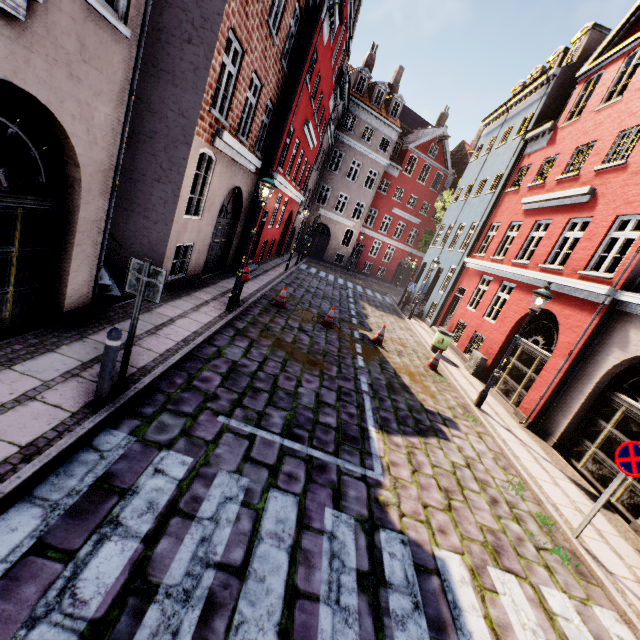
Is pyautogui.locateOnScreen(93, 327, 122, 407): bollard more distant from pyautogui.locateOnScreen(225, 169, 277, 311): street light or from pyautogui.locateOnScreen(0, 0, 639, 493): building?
pyautogui.locateOnScreen(225, 169, 277, 311): street light

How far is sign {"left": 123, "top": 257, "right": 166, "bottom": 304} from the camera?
4.2 meters

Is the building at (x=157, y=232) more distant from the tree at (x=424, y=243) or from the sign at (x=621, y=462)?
the tree at (x=424, y=243)

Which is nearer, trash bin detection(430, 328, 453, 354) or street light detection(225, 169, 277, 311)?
street light detection(225, 169, 277, 311)

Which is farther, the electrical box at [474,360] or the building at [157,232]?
the electrical box at [474,360]

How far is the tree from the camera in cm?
2719

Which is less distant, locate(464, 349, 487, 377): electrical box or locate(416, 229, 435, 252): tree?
locate(464, 349, 487, 377): electrical box

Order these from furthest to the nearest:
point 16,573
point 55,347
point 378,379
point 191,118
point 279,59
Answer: point 279,59 → point 378,379 → point 191,118 → point 55,347 → point 16,573
